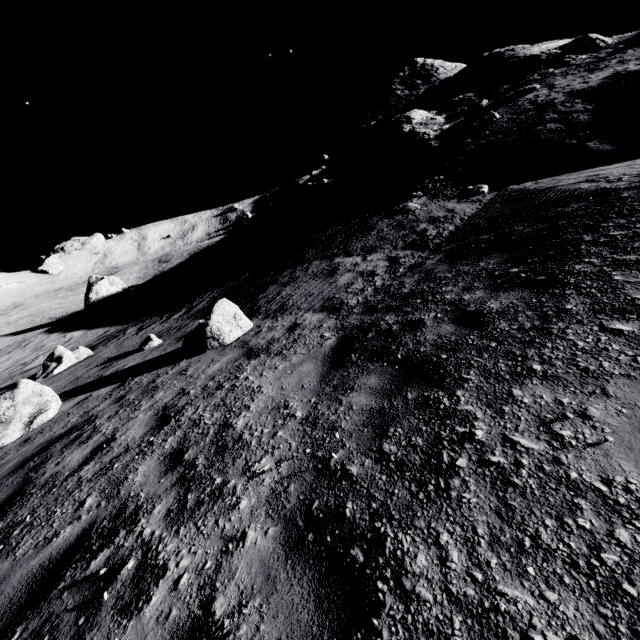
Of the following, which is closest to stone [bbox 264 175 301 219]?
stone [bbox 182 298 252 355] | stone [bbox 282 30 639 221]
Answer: stone [bbox 282 30 639 221]

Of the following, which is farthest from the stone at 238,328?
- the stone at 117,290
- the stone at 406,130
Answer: the stone at 117,290

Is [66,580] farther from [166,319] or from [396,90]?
[396,90]

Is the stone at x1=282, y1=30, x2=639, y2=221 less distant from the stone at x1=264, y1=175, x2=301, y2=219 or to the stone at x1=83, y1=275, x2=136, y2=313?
the stone at x1=264, y1=175, x2=301, y2=219

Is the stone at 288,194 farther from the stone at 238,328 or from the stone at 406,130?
the stone at 238,328

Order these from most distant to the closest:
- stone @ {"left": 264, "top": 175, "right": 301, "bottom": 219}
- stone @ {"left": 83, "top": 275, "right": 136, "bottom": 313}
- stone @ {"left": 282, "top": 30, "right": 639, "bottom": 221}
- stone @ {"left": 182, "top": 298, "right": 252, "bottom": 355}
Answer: stone @ {"left": 264, "top": 175, "right": 301, "bottom": 219}, stone @ {"left": 83, "top": 275, "right": 136, "bottom": 313}, stone @ {"left": 282, "top": 30, "right": 639, "bottom": 221}, stone @ {"left": 182, "top": 298, "right": 252, "bottom": 355}

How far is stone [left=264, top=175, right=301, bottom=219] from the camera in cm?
4200

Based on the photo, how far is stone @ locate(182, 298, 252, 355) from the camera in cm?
820
